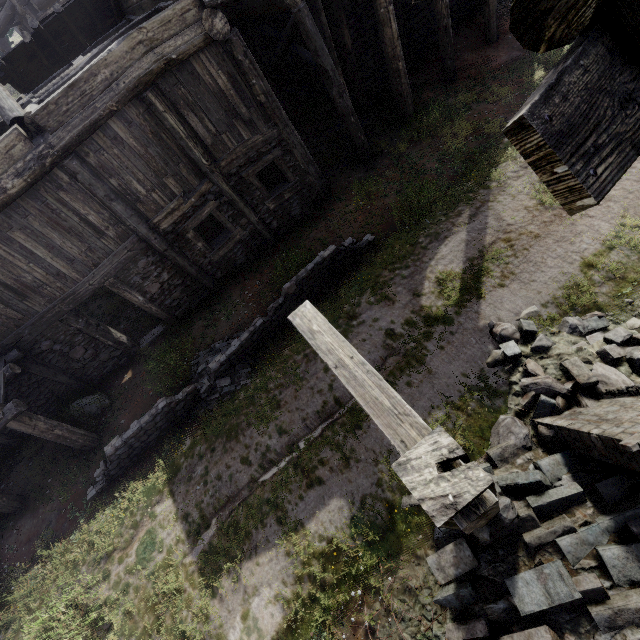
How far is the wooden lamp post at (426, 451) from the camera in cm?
128

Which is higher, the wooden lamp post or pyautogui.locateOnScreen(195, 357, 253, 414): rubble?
the wooden lamp post

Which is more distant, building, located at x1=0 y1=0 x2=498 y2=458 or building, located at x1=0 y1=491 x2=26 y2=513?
building, located at x1=0 y1=491 x2=26 y2=513

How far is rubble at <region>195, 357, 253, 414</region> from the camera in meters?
8.0

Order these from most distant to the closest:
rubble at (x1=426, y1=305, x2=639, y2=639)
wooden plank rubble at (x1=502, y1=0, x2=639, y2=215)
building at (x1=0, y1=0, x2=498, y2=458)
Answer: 1. building at (x1=0, y1=0, x2=498, y2=458)
2. rubble at (x1=426, y1=305, x2=639, y2=639)
3. wooden plank rubble at (x1=502, y1=0, x2=639, y2=215)

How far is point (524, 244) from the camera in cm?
714

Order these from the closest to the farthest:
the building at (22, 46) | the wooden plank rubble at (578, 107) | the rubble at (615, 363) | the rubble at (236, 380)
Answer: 1. the wooden plank rubble at (578, 107)
2. the rubble at (615, 363)
3. the building at (22, 46)
4. the rubble at (236, 380)

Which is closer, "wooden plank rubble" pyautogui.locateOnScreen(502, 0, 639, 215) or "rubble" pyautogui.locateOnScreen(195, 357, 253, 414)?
"wooden plank rubble" pyautogui.locateOnScreen(502, 0, 639, 215)
